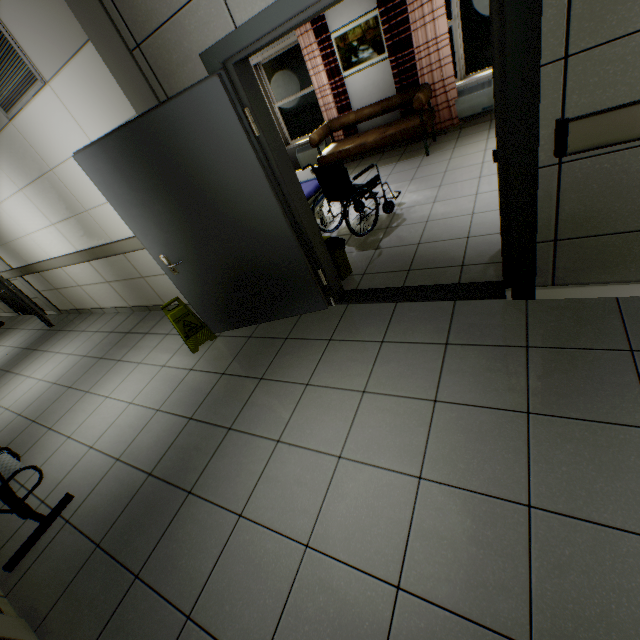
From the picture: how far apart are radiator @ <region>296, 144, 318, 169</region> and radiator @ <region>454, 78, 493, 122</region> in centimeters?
270cm

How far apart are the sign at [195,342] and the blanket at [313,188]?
0.89m

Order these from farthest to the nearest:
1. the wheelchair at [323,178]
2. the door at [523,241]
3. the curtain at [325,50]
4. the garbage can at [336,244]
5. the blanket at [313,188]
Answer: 1. the curtain at [325,50]
2. the blanket at [313,188]
3. the wheelchair at [323,178]
4. the garbage can at [336,244]
5. the door at [523,241]

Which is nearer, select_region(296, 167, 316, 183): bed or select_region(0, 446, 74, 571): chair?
select_region(0, 446, 74, 571): chair

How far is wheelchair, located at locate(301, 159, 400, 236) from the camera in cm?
386

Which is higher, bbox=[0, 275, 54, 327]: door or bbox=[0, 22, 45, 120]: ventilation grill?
bbox=[0, 22, 45, 120]: ventilation grill

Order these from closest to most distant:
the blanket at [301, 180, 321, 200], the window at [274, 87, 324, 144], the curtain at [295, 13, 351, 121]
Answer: the blanket at [301, 180, 321, 200], the curtain at [295, 13, 351, 121], the window at [274, 87, 324, 144]

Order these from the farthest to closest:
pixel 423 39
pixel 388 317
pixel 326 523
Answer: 1. pixel 423 39
2. pixel 388 317
3. pixel 326 523
